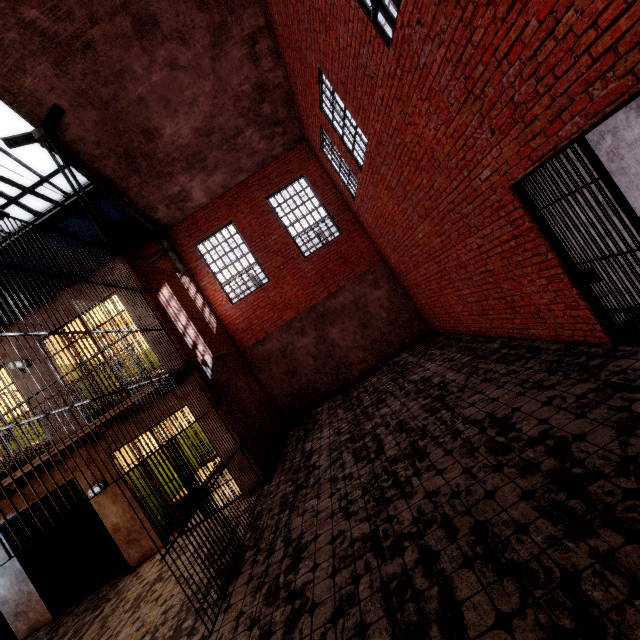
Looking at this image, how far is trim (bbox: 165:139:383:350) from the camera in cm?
1109

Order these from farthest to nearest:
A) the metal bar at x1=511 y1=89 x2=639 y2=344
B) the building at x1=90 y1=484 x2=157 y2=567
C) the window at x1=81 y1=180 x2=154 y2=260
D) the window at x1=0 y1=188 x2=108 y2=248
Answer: the window at x1=81 y1=180 x2=154 y2=260 → the window at x1=0 y1=188 x2=108 y2=248 → the building at x1=90 y1=484 x2=157 y2=567 → the metal bar at x1=511 y1=89 x2=639 y2=344

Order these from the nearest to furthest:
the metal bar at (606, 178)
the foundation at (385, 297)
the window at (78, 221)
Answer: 1. the metal bar at (606, 178)
2. the window at (78, 221)
3. the foundation at (385, 297)

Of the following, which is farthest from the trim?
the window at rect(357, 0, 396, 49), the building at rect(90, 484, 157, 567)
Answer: the window at rect(357, 0, 396, 49)

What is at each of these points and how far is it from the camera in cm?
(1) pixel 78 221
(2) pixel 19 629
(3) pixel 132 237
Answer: (1) window, 966
(2) building, 713
(3) window, 1063

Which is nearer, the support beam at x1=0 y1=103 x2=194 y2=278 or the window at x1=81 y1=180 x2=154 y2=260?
the support beam at x1=0 y1=103 x2=194 y2=278

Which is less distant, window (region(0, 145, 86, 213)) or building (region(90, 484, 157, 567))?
building (region(90, 484, 157, 567))

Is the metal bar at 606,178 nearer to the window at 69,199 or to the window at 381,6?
the window at 381,6
